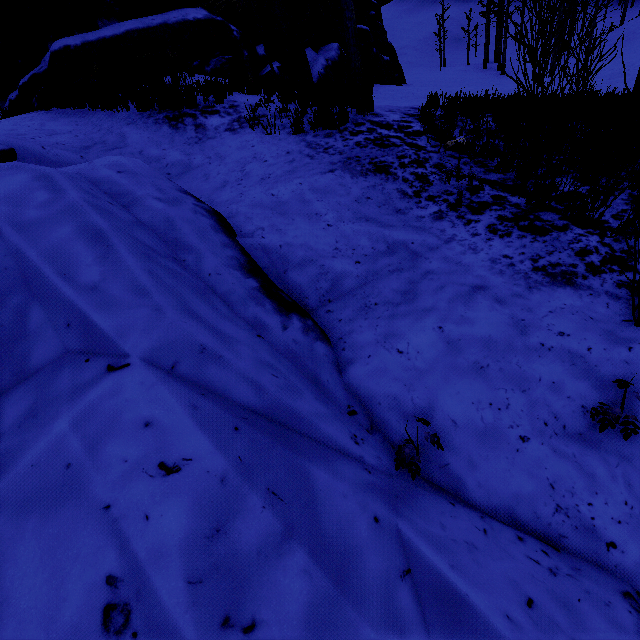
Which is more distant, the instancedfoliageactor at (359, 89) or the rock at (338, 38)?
the rock at (338, 38)

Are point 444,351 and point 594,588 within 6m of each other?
yes

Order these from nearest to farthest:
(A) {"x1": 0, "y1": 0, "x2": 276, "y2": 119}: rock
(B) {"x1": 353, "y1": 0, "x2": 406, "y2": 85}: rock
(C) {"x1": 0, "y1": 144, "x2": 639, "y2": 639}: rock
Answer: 1. (C) {"x1": 0, "y1": 144, "x2": 639, "y2": 639}: rock
2. (A) {"x1": 0, "y1": 0, "x2": 276, "y2": 119}: rock
3. (B) {"x1": 353, "y1": 0, "x2": 406, "y2": 85}: rock

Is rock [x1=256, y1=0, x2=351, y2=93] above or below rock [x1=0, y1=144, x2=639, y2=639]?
above

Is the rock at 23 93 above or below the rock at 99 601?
above

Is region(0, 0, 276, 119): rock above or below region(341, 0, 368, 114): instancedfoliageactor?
above

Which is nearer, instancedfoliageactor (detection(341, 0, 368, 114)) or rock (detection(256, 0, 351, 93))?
instancedfoliageactor (detection(341, 0, 368, 114))
